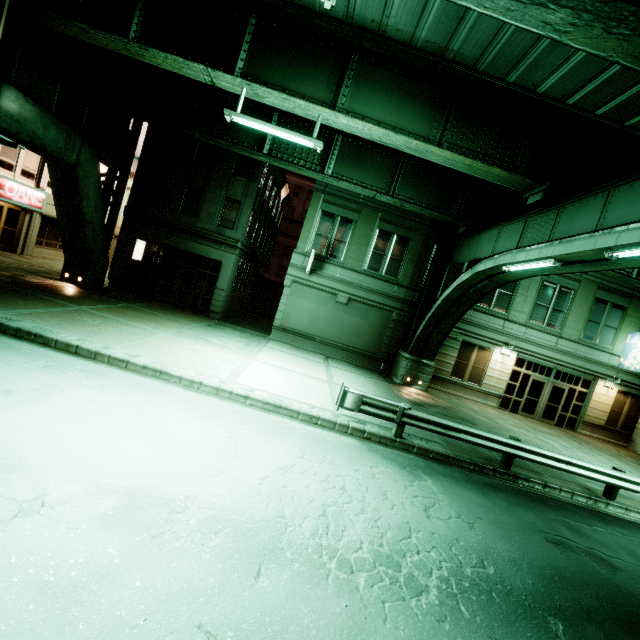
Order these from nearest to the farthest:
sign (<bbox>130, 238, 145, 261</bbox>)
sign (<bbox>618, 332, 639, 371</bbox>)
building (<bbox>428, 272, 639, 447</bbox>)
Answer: sign (<bbox>618, 332, 639, 371</bbox>), building (<bbox>428, 272, 639, 447</bbox>), sign (<bbox>130, 238, 145, 261</bbox>)

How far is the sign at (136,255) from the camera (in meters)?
20.05

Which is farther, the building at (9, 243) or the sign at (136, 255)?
the sign at (136, 255)

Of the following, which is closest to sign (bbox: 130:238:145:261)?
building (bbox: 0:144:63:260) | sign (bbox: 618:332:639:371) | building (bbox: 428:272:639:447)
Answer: building (bbox: 0:144:63:260)

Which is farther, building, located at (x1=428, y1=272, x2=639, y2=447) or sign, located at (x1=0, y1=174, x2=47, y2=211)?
building, located at (x1=428, y1=272, x2=639, y2=447)

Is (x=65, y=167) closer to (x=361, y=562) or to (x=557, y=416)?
(x=361, y=562)
